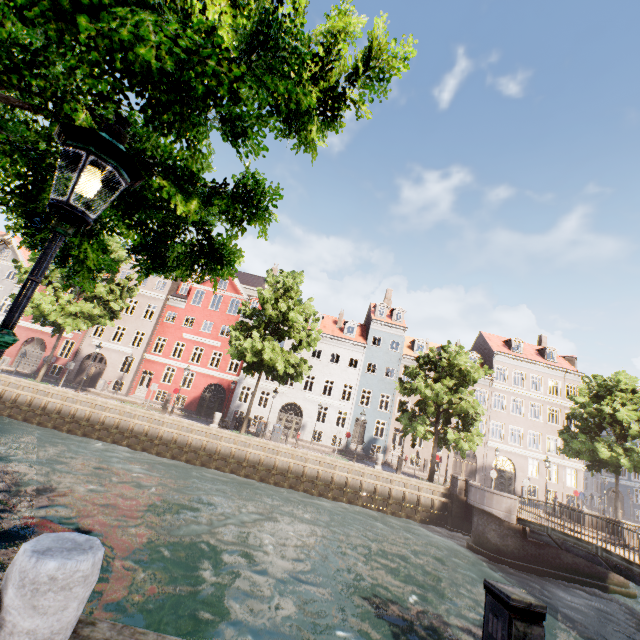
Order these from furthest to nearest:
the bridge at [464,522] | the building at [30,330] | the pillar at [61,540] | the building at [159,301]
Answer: the building at [159,301] → the building at [30,330] → the bridge at [464,522] → the pillar at [61,540]

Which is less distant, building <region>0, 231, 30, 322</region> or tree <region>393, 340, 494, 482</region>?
tree <region>393, 340, 494, 482</region>

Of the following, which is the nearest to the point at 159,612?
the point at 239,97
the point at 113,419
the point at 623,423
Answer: the point at 239,97

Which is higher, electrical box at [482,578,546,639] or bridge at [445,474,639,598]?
electrical box at [482,578,546,639]

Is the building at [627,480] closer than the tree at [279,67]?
No

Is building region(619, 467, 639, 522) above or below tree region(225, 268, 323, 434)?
below

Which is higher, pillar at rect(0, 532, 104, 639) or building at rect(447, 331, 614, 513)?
building at rect(447, 331, 614, 513)

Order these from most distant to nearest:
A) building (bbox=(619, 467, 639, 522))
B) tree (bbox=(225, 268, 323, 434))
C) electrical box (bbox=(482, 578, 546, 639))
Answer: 1. building (bbox=(619, 467, 639, 522))
2. tree (bbox=(225, 268, 323, 434))
3. electrical box (bbox=(482, 578, 546, 639))
